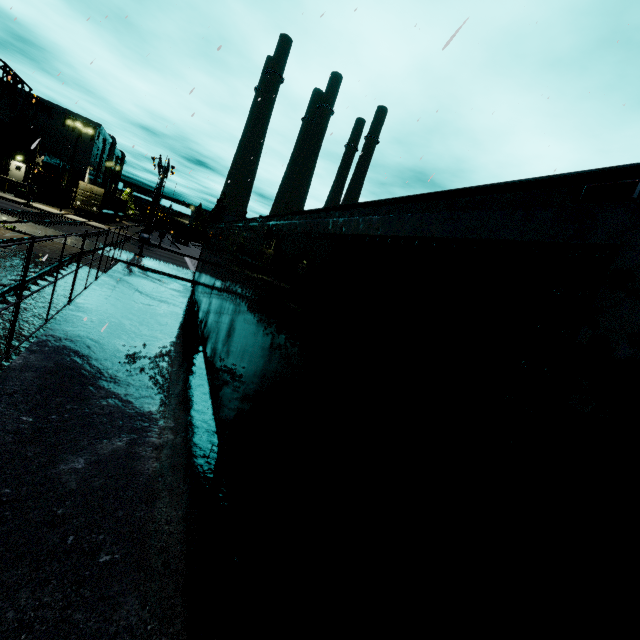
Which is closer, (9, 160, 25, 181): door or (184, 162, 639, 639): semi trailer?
(184, 162, 639, 639): semi trailer

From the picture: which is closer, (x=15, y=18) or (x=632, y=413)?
(x=632, y=413)

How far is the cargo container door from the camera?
38.6 meters

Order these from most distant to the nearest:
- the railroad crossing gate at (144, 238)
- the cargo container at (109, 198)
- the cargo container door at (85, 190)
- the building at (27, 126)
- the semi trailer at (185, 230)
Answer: the semi trailer at (185, 230)
the building at (27, 126)
the cargo container at (109, 198)
the cargo container door at (85, 190)
the railroad crossing gate at (144, 238)

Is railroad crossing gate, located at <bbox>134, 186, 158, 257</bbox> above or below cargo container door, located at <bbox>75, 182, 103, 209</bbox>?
below

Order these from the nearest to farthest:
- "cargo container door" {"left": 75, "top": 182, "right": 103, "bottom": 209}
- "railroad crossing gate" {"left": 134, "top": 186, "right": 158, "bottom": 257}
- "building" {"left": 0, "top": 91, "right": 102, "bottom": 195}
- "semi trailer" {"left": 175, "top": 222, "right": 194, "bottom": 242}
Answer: "railroad crossing gate" {"left": 134, "top": 186, "right": 158, "bottom": 257}, "cargo container door" {"left": 75, "top": 182, "right": 103, "bottom": 209}, "building" {"left": 0, "top": 91, "right": 102, "bottom": 195}, "semi trailer" {"left": 175, "top": 222, "right": 194, "bottom": 242}

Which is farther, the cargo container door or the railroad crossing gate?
the cargo container door

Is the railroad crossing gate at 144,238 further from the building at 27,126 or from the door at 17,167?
the door at 17,167
